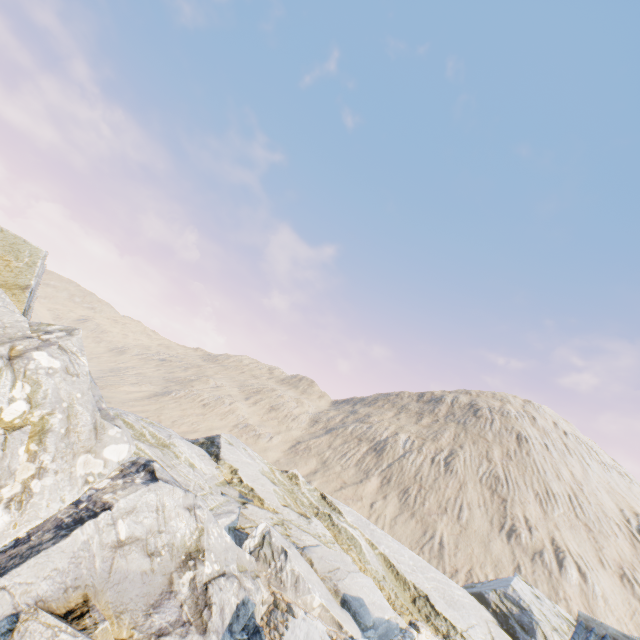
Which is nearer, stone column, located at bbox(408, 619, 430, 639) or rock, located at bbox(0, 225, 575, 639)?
rock, located at bbox(0, 225, 575, 639)

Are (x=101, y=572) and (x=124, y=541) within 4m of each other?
yes

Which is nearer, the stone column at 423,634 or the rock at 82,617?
the rock at 82,617
